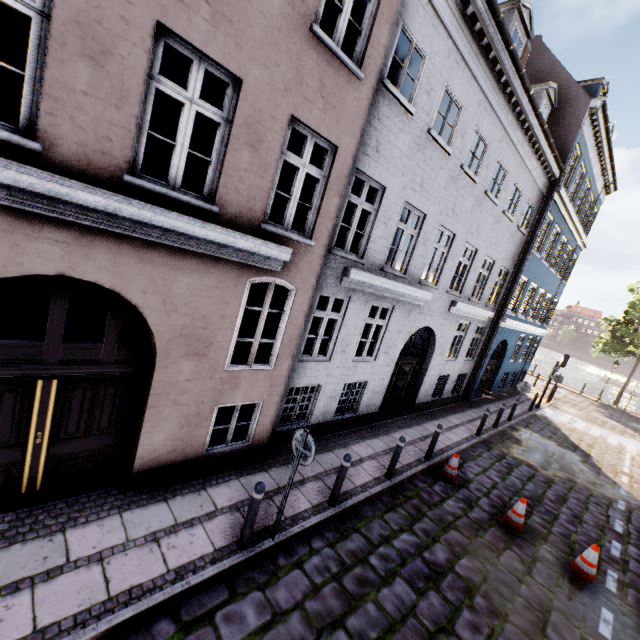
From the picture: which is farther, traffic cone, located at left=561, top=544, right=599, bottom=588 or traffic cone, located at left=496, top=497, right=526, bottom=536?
traffic cone, located at left=496, top=497, right=526, bottom=536

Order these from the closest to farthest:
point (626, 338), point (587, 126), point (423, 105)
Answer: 1. point (423, 105)
2. point (587, 126)
3. point (626, 338)

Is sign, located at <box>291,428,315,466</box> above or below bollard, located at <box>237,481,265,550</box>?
above

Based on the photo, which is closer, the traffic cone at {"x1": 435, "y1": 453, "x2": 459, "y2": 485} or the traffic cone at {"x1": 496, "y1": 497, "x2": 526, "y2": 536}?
the traffic cone at {"x1": 496, "y1": 497, "x2": 526, "y2": 536}

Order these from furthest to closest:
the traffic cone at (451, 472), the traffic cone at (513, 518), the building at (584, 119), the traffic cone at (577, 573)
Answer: the traffic cone at (451, 472)
the traffic cone at (513, 518)
the traffic cone at (577, 573)
the building at (584, 119)

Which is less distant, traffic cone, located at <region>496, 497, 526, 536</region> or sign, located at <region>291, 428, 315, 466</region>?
sign, located at <region>291, 428, 315, 466</region>

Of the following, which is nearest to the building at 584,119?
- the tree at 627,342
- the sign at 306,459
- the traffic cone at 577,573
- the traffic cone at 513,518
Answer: the sign at 306,459

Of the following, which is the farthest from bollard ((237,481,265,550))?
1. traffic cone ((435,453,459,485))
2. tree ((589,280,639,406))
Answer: tree ((589,280,639,406))
